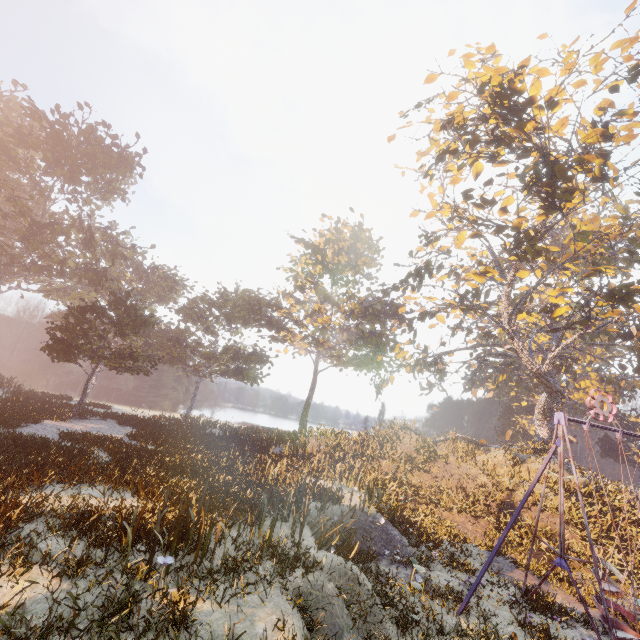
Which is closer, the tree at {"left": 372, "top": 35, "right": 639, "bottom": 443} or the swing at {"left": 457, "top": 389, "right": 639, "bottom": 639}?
the swing at {"left": 457, "top": 389, "right": 639, "bottom": 639}

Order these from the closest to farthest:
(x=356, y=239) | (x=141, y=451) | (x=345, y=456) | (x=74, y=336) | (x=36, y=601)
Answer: (x=36, y=601)
(x=141, y=451)
(x=74, y=336)
(x=345, y=456)
(x=356, y=239)

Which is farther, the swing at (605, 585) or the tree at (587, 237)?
the tree at (587, 237)

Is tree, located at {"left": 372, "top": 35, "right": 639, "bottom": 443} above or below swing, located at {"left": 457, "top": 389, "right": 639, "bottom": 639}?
Result: above

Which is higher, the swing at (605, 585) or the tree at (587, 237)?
the tree at (587, 237)
